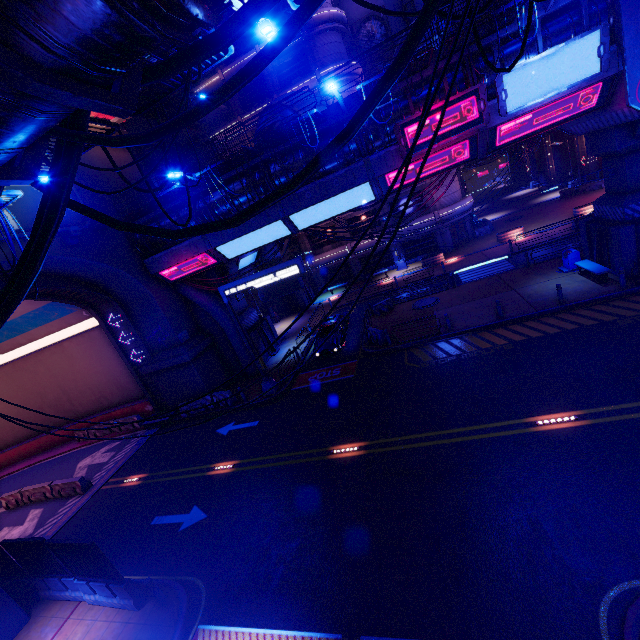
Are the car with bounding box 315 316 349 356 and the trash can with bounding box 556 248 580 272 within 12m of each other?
no

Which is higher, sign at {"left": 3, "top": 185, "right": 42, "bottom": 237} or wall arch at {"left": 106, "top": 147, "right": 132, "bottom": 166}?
wall arch at {"left": 106, "top": 147, "right": 132, "bottom": 166}

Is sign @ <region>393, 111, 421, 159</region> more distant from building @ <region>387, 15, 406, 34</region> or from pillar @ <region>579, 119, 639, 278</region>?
building @ <region>387, 15, 406, 34</region>

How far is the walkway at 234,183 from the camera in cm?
1681

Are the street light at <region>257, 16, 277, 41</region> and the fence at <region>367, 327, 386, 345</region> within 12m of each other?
no

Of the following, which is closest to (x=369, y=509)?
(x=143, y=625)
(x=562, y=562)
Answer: (x=562, y=562)

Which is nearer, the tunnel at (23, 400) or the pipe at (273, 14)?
the tunnel at (23, 400)

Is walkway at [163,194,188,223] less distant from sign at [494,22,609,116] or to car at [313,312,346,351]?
sign at [494,22,609,116]
